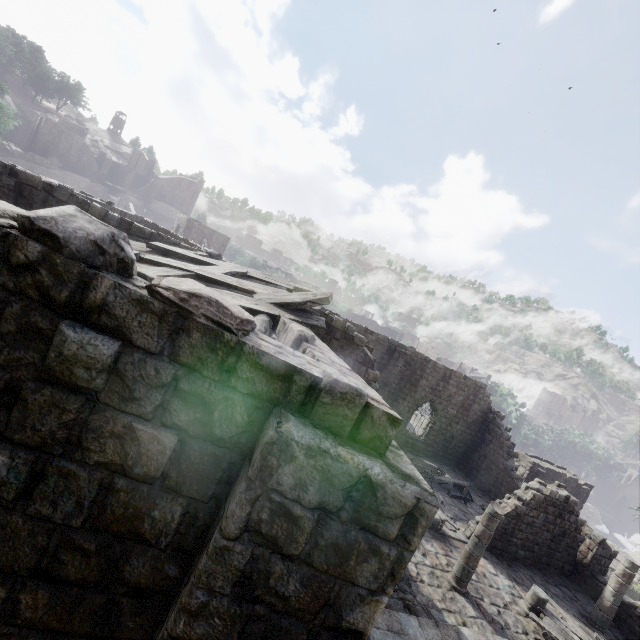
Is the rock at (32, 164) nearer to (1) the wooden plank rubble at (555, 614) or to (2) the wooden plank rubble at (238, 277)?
(2) the wooden plank rubble at (238, 277)

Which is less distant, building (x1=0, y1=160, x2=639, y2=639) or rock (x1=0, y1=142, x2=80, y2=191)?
building (x1=0, y1=160, x2=639, y2=639)

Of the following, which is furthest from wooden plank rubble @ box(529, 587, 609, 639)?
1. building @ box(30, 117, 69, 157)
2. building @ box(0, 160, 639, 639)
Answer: building @ box(30, 117, 69, 157)

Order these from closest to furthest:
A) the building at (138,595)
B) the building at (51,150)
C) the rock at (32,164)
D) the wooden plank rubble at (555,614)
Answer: the building at (138,595) → the wooden plank rubble at (555,614) → the rock at (32,164) → the building at (51,150)

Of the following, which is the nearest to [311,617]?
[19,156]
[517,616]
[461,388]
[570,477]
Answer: [517,616]

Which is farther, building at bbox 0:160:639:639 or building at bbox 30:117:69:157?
building at bbox 30:117:69:157

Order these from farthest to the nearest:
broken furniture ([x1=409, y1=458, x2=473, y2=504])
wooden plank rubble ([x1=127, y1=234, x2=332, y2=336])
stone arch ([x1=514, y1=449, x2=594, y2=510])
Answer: stone arch ([x1=514, y1=449, x2=594, y2=510]) < broken furniture ([x1=409, y1=458, x2=473, y2=504]) < wooden plank rubble ([x1=127, y1=234, x2=332, y2=336])

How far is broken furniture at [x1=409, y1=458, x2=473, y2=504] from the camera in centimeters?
1942cm
